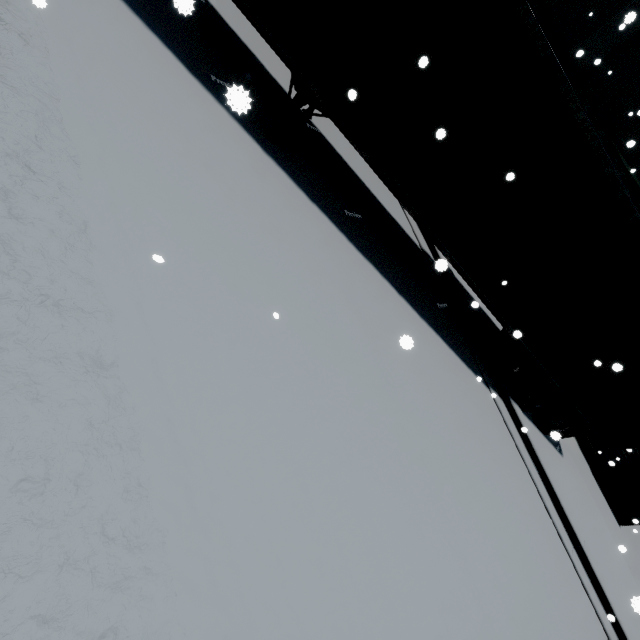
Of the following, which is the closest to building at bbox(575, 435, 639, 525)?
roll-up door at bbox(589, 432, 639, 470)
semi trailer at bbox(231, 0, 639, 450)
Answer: roll-up door at bbox(589, 432, 639, 470)

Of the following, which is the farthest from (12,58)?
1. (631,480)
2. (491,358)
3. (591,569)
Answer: (631,480)

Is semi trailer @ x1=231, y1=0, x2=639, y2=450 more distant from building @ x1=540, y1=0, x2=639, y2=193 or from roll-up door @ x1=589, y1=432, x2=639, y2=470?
building @ x1=540, y1=0, x2=639, y2=193

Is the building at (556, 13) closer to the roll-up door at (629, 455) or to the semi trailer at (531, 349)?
the roll-up door at (629, 455)
